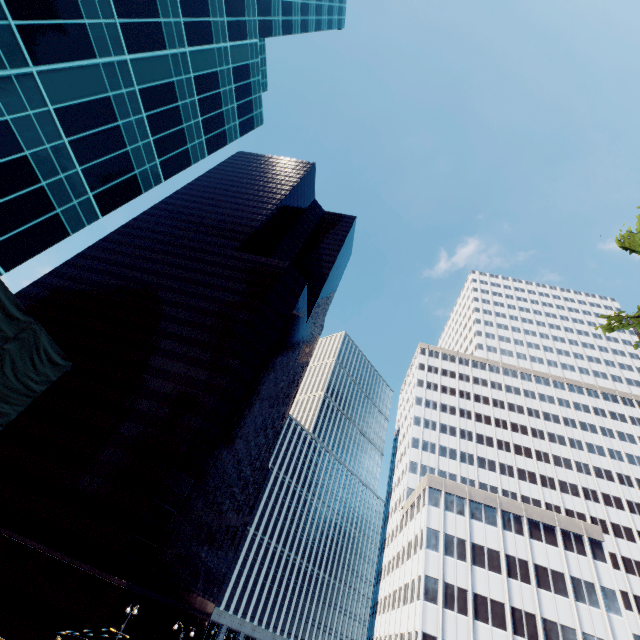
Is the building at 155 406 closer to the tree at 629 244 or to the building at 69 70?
the building at 69 70

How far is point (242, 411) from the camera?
58.4m

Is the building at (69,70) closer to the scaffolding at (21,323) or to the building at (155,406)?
the scaffolding at (21,323)

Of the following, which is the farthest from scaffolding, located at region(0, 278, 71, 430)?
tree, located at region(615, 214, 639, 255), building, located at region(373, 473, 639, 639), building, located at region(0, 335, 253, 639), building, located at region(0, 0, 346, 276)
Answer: building, located at region(373, 473, 639, 639)

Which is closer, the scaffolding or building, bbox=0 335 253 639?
the scaffolding

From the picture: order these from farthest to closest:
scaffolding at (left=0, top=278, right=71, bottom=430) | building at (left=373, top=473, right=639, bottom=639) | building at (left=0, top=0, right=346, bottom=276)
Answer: building at (left=373, top=473, right=639, bottom=639)
building at (left=0, top=0, right=346, bottom=276)
scaffolding at (left=0, top=278, right=71, bottom=430)
